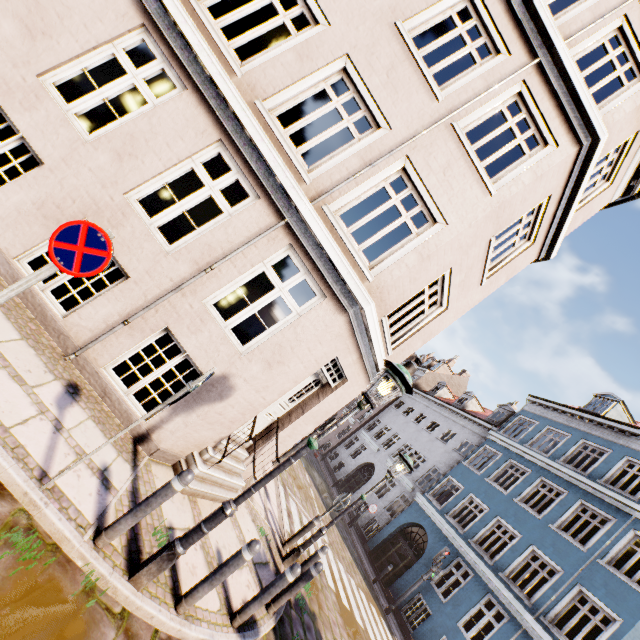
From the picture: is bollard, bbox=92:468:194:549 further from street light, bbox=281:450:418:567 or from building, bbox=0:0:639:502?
street light, bbox=281:450:418:567

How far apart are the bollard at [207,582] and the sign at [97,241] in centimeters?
348cm

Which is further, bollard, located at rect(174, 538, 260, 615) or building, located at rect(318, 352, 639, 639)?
building, located at rect(318, 352, 639, 639)

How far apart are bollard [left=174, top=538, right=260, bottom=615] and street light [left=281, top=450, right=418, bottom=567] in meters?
3.9

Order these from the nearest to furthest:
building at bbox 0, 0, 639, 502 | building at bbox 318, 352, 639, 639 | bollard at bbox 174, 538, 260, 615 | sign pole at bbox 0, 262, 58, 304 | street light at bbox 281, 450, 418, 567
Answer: sign pole at bbox 0, 262, 58, 304 → bollard at bbox 174, 538, 260, 615 → building at bbox 0, 0, 639, 502 → street light at bbox 281, 450, 418, 567 → building at bbox 318, 352, 639, 639

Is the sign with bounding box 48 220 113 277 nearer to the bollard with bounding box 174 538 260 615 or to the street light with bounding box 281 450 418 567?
the bollard with bounding box 174 538 260 615

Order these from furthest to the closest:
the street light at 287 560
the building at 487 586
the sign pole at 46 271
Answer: the building at 487 586, the street light at 287 560, the sign pole at 46 271

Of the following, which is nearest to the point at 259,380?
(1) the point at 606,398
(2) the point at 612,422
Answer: (2) the point at 612,422
